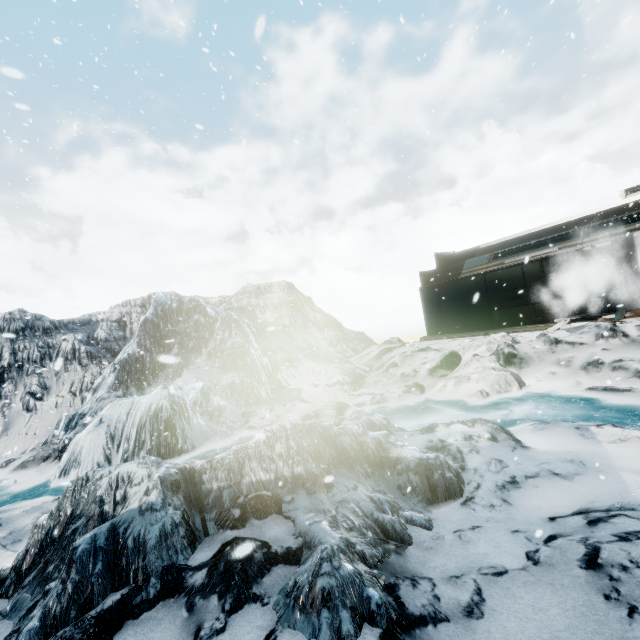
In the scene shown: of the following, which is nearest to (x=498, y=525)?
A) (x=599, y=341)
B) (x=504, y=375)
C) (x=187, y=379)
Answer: (x=504, y=375)
